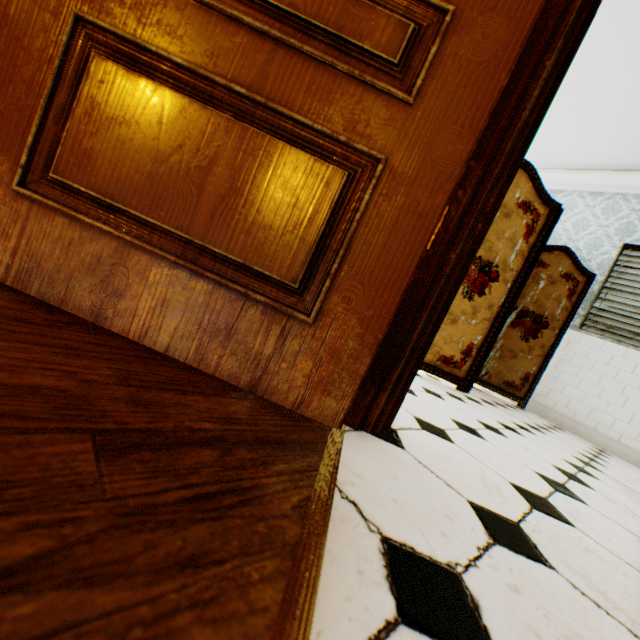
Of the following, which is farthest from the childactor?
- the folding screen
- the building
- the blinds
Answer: the blinds

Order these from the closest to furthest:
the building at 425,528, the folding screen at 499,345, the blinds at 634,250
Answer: the building at 425,528 < the folding screen at 499,345 < the blinds at 634,250

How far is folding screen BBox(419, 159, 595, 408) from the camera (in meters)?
2.77

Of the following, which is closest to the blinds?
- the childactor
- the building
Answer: the building

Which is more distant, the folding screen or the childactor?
the folding screen

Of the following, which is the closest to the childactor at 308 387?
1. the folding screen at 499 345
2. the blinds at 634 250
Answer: the folding screen at 499 345

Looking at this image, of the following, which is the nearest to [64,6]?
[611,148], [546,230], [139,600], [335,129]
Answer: [335,129]

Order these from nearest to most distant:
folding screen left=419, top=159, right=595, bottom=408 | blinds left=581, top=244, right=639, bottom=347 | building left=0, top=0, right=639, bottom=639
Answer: building left=0, top=0, right=639, bottom=639, folding screen left=419, top=159, right=595, bottom=408, blinds left=581, top=244, right=639, bottom=347
